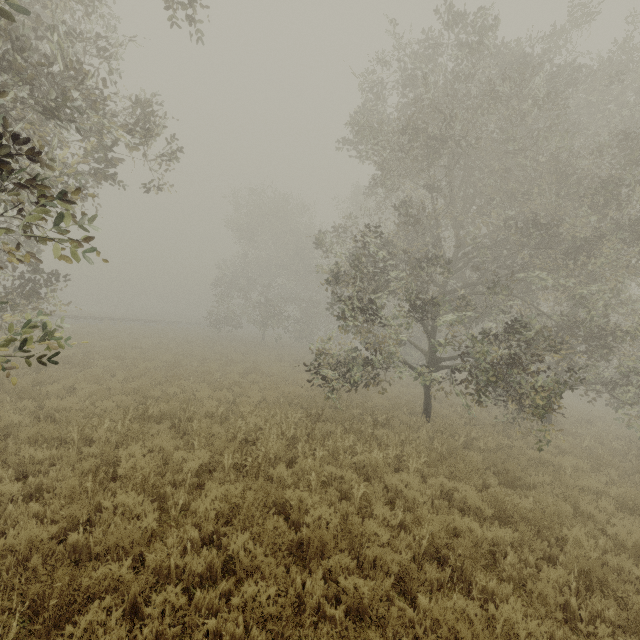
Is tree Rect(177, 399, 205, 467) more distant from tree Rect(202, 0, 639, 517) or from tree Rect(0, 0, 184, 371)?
tree Rect(202, 0, 639, 517)

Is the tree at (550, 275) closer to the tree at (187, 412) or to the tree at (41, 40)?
the tree at (41, 40)

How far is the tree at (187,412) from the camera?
7.1 meters

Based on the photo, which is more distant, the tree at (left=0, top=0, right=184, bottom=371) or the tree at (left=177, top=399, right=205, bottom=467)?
the tree at (left=177, top=399, right=205, bottom=467)

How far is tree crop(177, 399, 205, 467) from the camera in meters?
7.1 m

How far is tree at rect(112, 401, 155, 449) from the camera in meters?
7.3 m

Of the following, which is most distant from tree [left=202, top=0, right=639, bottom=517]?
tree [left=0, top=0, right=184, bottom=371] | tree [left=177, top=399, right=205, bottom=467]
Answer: tree [left=177, top=399, right=205, bottom=467]

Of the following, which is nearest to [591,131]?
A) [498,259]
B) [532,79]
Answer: [532,79]
